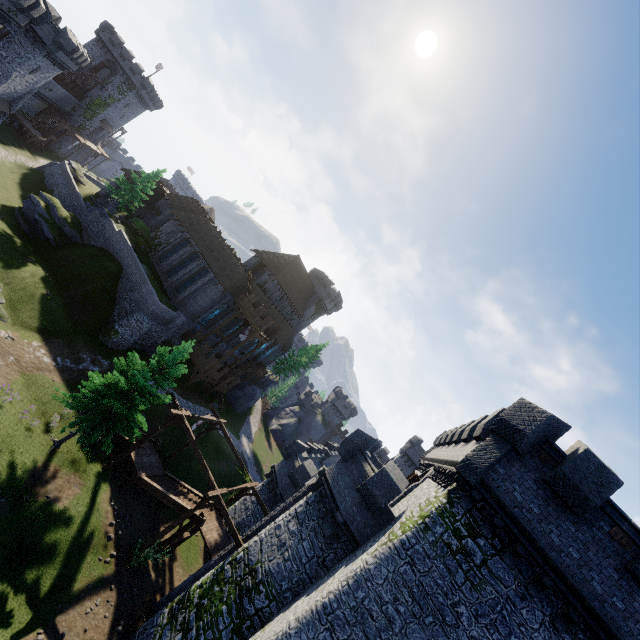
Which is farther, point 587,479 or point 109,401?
point 109,401

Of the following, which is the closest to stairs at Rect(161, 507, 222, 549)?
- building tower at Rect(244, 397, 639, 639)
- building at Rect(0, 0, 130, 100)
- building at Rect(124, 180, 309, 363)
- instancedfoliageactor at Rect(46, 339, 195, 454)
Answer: instancedfoliageactor at Rect(46, 339, 195, 454)

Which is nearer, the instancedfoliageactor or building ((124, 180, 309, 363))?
the instancedfoliageactor

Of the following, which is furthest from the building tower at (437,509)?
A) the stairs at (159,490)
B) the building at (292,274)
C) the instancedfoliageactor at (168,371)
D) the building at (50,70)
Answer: the building at (50,70)

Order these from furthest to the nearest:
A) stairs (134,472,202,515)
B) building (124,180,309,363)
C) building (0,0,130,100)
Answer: building (124,180,309,363)
building (0,0,130,100)
stairs (134,472,202,515)

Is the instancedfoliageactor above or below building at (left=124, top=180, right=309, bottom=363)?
below

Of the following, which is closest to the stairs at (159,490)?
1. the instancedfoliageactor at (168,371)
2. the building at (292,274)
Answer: the instancedfoliageactor at (168,371)
